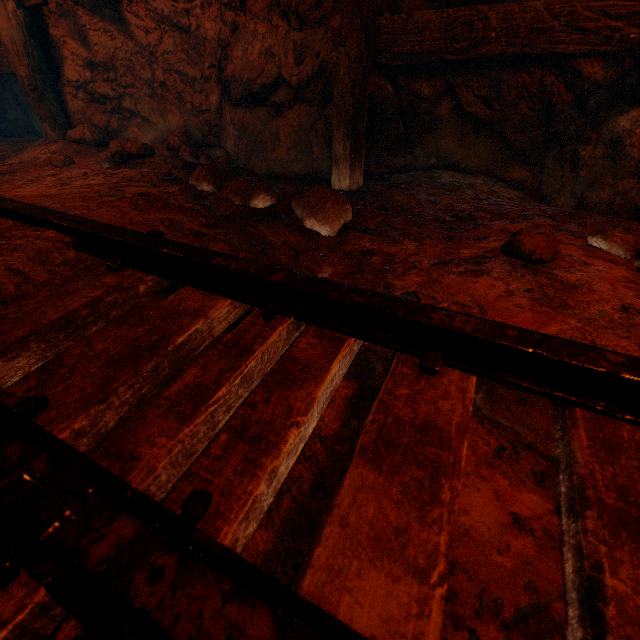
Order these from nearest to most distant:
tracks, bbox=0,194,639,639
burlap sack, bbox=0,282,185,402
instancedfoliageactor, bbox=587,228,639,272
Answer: tracks, bbox=0,194,639,639 → burlap sack, bbox=0,282,185,402 → instancedfoliageactor, bbox=587,228,639,272

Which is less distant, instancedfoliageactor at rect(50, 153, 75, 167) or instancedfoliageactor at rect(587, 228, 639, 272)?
instancedfoliageactor at rect(587, 228, 639, 272)

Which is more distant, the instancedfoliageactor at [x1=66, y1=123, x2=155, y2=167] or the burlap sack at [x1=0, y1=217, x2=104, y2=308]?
the instancedfoliageactor at [x1=66, y1=123, x2=155, y2=167]

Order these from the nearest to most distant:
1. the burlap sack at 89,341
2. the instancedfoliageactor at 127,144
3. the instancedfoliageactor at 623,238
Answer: the burlap sack at 89,341 → the instancedfoliageactor at 623,238 → the instancedfoliageactor at 127,144

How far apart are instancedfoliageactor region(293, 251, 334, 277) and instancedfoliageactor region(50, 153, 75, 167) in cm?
312

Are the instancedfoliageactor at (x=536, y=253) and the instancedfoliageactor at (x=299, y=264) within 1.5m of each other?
yes

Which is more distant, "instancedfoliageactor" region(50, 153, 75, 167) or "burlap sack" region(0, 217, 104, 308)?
"instancedfoliageactor" region(50, 153, 75, 167)

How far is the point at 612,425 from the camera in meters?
0.7
